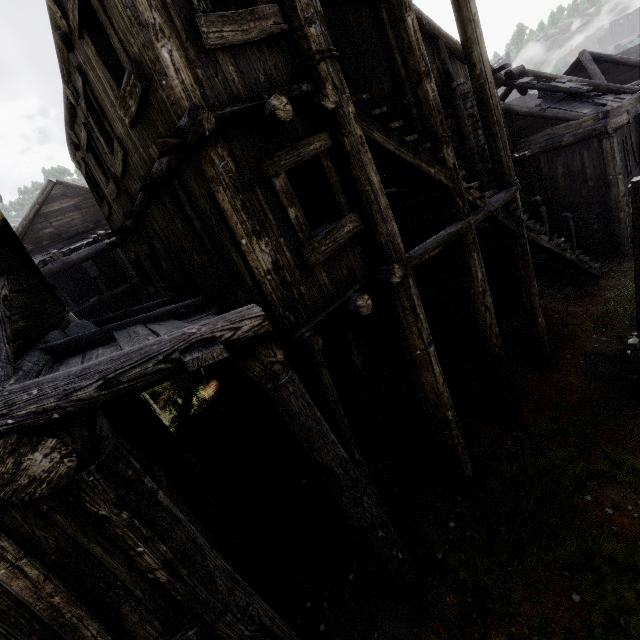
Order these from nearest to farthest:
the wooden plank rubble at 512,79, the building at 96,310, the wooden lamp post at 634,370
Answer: the building at 96,310
the wooden lamp post at 634,370
the wooden plank rubble at 512,79

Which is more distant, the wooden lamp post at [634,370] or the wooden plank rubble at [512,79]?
the wooden plank rubble at [512,79]

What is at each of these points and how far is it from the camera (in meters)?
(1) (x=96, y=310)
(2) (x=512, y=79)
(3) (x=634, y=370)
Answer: (1) building, 17.80
(2) wooden plank rubble, 13.65
(3) wooden lamp post, 7.45

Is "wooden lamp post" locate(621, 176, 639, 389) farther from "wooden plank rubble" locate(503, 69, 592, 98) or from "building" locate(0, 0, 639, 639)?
"wooden plank rubble" locate(503, 69, 592, 98)

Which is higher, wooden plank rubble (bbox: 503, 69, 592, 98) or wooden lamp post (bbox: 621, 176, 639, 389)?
wooden plank rubble (bbox: 503, 69, 592, 98)

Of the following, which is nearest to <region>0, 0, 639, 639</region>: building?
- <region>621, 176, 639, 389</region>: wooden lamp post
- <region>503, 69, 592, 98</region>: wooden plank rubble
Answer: <region>503, 69, 592, 98</region>: wooden plank rubble

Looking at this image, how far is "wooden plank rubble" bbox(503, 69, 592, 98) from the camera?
12.7m

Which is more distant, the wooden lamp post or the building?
the wooden lamp post
